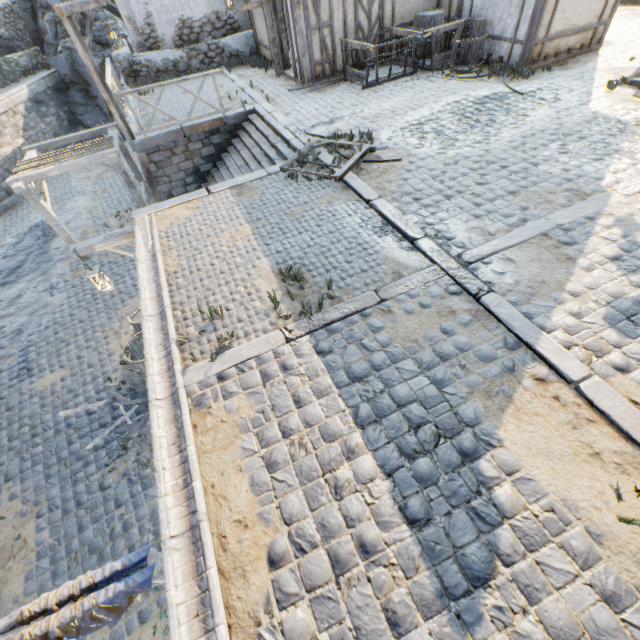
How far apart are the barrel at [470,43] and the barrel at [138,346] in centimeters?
1164cm

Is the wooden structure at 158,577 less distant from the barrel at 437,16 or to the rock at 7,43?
the barrel at 437,16

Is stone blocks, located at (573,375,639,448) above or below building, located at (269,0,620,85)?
below

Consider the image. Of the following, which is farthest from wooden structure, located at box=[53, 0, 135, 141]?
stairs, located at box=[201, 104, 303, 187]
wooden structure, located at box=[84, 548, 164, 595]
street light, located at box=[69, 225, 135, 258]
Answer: wooden structure, located at box=[84, 548, 164, 595]

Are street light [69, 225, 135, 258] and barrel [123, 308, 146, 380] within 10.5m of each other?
yes

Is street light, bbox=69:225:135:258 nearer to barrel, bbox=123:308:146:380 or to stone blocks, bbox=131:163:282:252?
stone blocks, bbox=131:163:282:252

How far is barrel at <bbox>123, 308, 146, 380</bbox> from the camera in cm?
715

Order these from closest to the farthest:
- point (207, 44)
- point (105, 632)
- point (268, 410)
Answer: point (268, 410)
point (105, 632)
point (207, 44)
